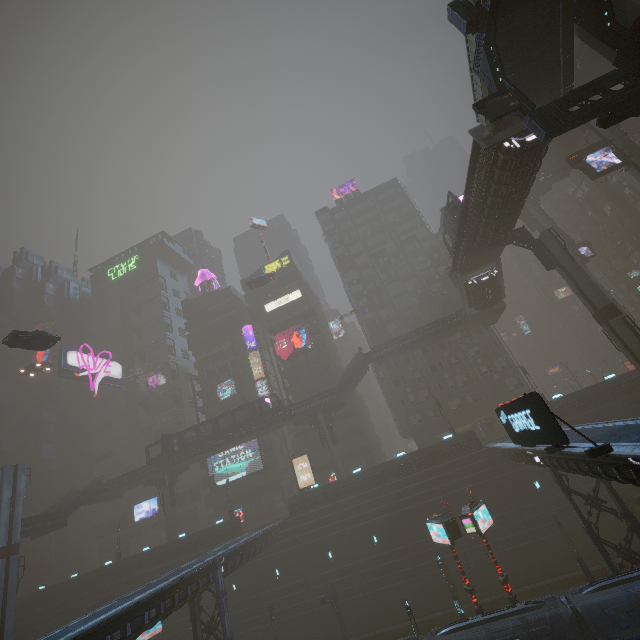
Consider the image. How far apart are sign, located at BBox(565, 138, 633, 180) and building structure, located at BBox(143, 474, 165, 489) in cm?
6383

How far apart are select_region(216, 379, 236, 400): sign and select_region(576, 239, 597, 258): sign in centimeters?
5448cm

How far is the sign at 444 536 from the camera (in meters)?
22.09

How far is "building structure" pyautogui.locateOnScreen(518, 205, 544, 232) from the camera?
45.00m

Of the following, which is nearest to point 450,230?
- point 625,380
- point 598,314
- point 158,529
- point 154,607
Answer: point 598,314

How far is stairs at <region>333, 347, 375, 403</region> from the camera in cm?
4290

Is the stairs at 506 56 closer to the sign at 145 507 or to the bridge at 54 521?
the bridge at 54 521

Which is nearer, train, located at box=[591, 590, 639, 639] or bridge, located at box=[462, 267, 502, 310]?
train, located at box=[591, 590, 639, 639]
